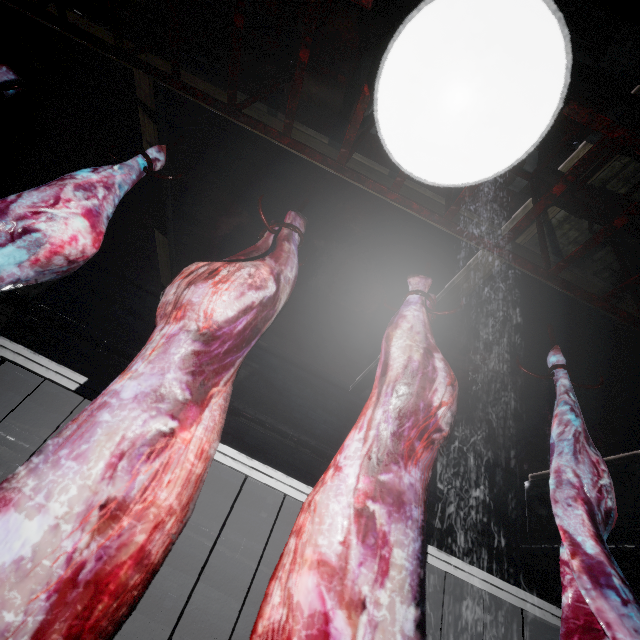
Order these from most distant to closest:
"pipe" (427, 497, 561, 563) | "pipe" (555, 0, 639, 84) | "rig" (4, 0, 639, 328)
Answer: "pipe" (427, 497, 561, 563), "pipe" (555, 0, 639, 84), "rig" (4, 0, 639, 328)

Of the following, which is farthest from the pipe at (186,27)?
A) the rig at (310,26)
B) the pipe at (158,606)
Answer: the pipe at (158,606)

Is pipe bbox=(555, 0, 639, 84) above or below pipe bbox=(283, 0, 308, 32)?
above

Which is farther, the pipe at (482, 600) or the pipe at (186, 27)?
the pipe at (482, 600)

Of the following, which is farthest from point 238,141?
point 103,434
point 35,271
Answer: point 103,434

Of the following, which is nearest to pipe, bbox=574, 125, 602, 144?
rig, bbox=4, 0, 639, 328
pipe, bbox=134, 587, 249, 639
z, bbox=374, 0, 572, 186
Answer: rig, bbox=4, 0, 639, 328

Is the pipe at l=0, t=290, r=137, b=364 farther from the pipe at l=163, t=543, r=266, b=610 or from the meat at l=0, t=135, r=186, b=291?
the meat at l=0, t=135, r=186, b=291
